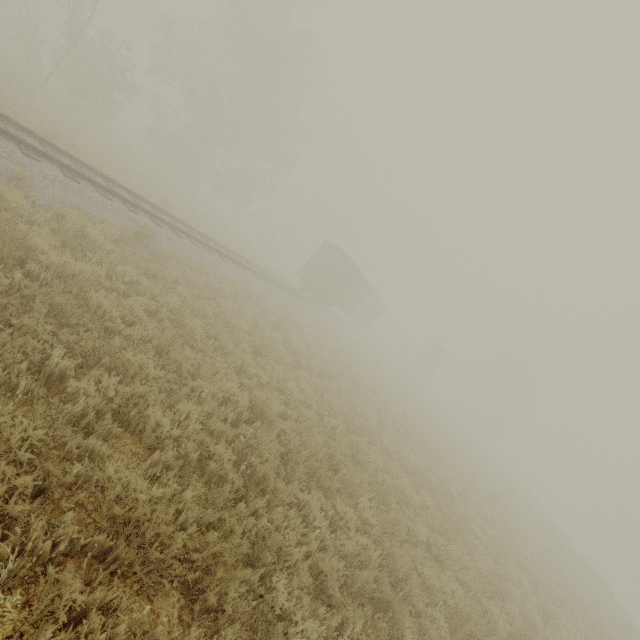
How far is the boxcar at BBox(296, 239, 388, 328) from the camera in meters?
25.0

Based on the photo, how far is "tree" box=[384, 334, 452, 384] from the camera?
41.0 meters

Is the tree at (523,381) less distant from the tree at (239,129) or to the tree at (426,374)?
the tree at (426,374)

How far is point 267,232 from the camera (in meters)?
39.31

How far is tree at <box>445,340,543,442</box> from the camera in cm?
4675

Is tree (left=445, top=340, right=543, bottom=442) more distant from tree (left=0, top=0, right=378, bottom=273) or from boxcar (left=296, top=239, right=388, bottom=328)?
tree (left=0, top=0, right=378, bottom=273)

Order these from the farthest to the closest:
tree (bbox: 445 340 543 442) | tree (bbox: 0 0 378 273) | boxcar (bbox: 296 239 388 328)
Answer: tree (bbox: 445 340 543 442)
boxcar (bbox: 296 239 388 328)
tree (bbox: 0 0 378 273)

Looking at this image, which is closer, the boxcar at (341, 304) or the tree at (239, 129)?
the tree at (239, 129)
